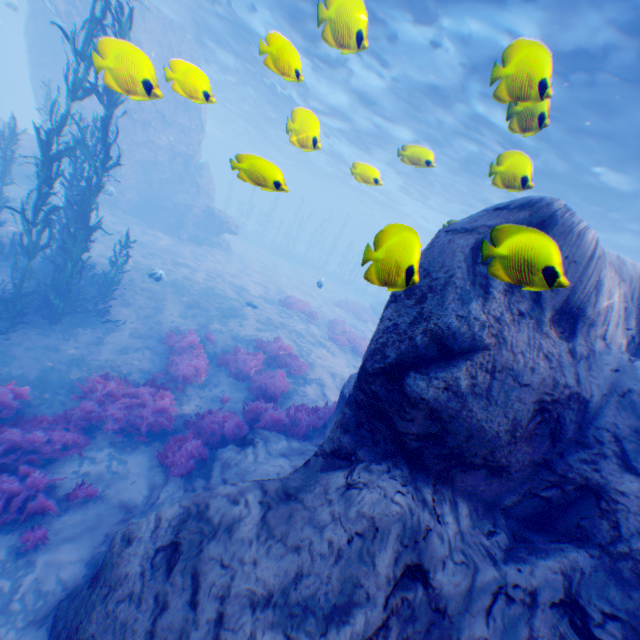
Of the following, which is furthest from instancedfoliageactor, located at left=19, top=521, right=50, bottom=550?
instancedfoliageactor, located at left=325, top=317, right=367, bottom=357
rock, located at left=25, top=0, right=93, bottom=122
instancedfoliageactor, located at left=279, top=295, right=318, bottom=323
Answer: instancedfoliageactor, located at left=279, top=295, right=318, bottom=323

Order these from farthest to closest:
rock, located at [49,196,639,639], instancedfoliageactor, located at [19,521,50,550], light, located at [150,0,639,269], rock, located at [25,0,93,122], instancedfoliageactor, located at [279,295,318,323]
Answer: instancedfoliageactor, located at [279,295,318,323], rock, located at [25,0,93,122], instancedfoliageactor, located at [19,521,50,550], light, located at [150,0,639,269], rock, located at [49,196,639,639]

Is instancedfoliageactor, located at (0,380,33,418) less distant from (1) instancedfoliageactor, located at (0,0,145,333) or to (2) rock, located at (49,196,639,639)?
(2) rock, located at (49,196,639,639)

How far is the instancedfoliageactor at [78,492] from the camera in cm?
621

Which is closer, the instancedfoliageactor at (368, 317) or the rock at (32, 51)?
the rock at (32, 51)

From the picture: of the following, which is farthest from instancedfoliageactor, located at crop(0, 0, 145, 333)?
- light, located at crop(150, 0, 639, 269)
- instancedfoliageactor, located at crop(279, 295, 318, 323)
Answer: instancedfoliageactor, located at crop(279, 295, 318, 323)

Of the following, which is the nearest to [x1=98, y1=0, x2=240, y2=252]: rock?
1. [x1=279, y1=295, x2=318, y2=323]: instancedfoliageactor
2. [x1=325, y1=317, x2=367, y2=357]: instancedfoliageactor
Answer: [x1=325, y1=317, x2=367, y2=357]: instancedfoliageactor

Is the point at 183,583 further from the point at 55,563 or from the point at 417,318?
the point at 417,318
